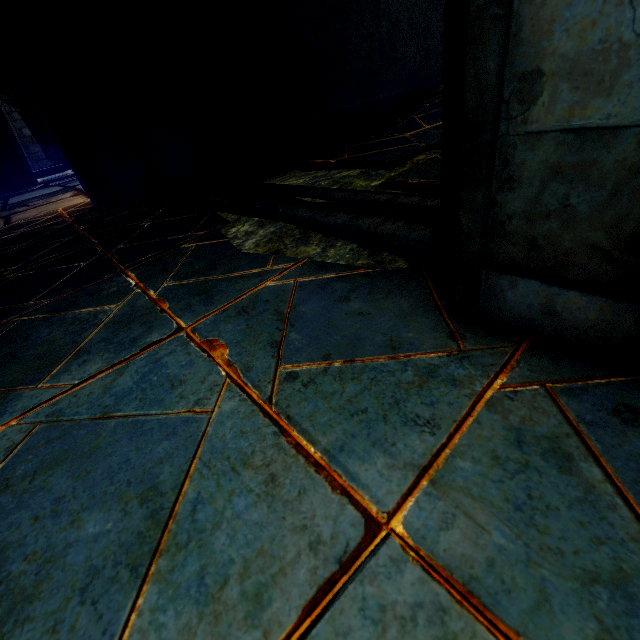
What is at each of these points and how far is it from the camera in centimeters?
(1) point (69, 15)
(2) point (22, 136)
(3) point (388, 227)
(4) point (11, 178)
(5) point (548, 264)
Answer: (1) buttress, 354cm
(2) building, 1852cm
(3) trim, 150cm
(4) stone column, 1028cm
(5) stone column, 85cm

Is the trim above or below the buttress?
below

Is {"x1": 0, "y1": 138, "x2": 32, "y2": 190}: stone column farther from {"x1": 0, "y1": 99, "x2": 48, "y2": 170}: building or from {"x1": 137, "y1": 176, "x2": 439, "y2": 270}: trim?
{"x1": 137, "y1": 176, "x2": 439, "y2": 270}: trim

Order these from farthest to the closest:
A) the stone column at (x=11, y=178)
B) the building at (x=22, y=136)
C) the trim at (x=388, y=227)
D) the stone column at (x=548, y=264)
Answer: the building at (x=22, y=136), the stone column at (x=11, y=178), the trim at (x=388, y=227), the stone column at (x=548, y=264)

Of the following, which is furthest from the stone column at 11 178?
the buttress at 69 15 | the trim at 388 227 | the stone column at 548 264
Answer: the stone column at 548 264

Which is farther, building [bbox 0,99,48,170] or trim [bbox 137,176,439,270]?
building [bbox 0,99,48,170]

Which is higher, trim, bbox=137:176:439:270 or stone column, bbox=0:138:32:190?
stone column, bbox=0:138:32:190

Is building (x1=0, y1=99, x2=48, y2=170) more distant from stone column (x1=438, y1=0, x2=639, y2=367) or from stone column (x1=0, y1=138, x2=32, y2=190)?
stone column (x1=438, y1=0, x2=639, y2=367)
